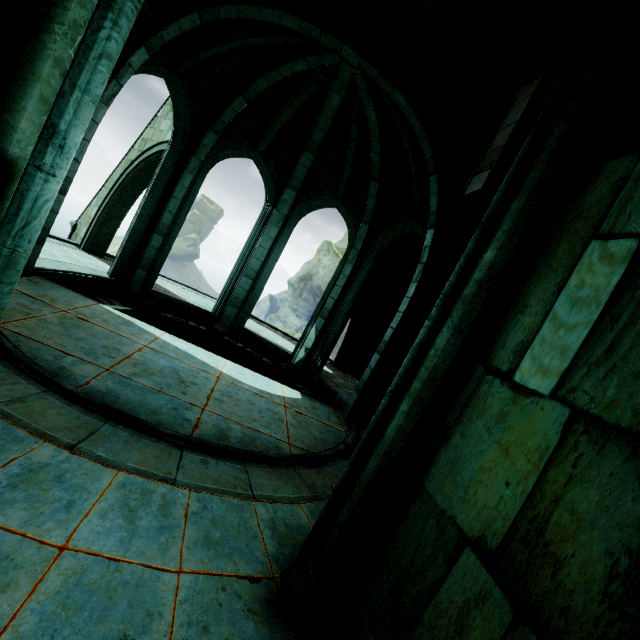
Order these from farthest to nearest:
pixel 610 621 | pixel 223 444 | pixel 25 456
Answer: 1. pixel 223 444
2. pixel 25 456
3. pixel 610 621

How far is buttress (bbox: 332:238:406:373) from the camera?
12.4m

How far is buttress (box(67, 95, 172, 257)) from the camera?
10.3m

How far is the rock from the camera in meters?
12.6 m

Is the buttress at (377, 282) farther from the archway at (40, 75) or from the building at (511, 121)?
the archway at (40, 75)

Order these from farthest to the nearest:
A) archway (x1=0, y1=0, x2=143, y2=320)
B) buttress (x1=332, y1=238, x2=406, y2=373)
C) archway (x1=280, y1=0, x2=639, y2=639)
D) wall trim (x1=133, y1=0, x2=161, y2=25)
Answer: buttress (x1=332, y1=238, x2=406, y2=373) < wall trim (x1=133, y1=0, x2=161, y2=25) < archway (x1=280, y1=0, x2=639, y2=639) < archway (x1=0, y1=0, x2=143, y2=320)

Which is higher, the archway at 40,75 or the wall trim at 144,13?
the wall trim at 144,13

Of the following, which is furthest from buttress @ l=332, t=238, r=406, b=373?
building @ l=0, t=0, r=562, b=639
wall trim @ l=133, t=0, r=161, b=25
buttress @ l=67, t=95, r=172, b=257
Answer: wall trim @ l=133, t=0, r=161, b=25
